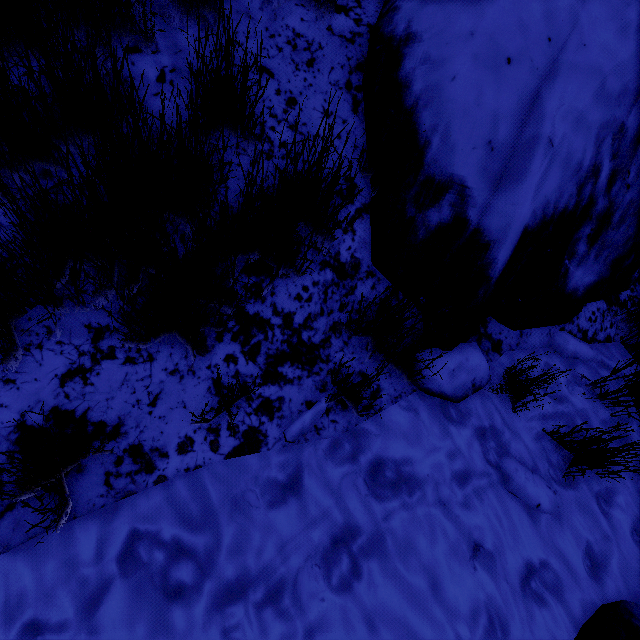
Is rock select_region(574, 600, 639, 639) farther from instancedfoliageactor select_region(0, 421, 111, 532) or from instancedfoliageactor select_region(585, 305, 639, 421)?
instancedfoliageactor select_region(0, 421, 111, 532)

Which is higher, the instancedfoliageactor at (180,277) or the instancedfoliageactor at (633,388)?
the instancedfoliageactor at (180,277)

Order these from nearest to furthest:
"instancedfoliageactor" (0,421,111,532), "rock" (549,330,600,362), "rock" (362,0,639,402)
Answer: "instancedfoliageactor" (0,421,111,532) < "rock" (362,0,639,402) < "rock" (549,330,600,362)

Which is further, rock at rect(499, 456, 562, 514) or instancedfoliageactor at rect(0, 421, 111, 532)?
rock at rect(499, 456, 562, 514)

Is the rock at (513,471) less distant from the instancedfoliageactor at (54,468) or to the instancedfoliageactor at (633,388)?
the instancedfoliageactor at (633,388)

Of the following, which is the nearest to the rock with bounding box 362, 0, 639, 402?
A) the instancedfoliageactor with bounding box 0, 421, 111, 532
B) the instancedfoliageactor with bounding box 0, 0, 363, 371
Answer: the instancedfoliageactor with bounding box 0, 0, 363, 371

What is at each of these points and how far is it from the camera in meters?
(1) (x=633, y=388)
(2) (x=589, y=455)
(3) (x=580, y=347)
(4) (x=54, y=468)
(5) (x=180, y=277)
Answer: (1) instancedfoliageactor, 1.8 m
(2) instancedfoliageactor, 1.6 m
(3) rock, 2.1 m
(4) instancedfoliageactor, 1.1 m
(5) instancedfoliageactor, 1.1 m

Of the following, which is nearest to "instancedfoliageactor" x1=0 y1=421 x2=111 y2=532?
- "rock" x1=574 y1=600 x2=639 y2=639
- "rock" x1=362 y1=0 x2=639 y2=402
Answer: "rock" x1=362 y1=0 x2=639 y2=402
